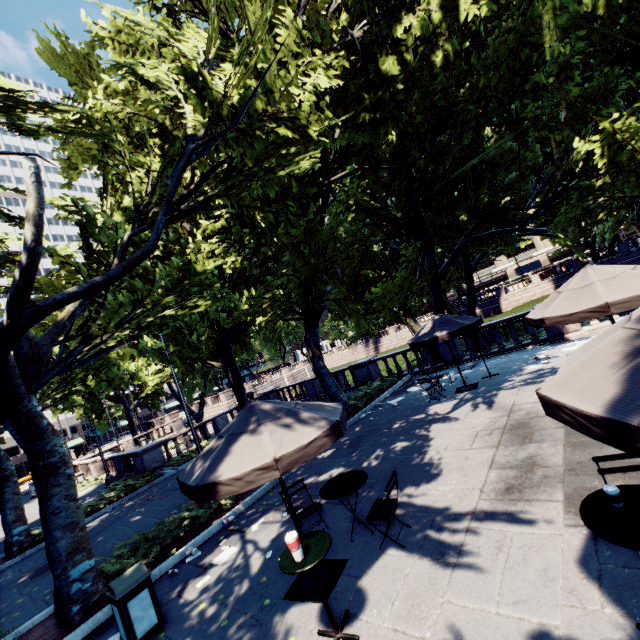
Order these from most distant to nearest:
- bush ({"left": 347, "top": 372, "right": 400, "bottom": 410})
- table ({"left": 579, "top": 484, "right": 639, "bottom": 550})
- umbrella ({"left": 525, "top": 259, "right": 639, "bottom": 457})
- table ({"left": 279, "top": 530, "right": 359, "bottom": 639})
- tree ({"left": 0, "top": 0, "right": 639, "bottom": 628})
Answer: bush ({"left": 347, "top": 372, "right": 400, "bottom": 410}), tree ({"left": 0, "top": 0, "right": 639, "bottom": 628}), table ({"left": 279, "top": 530, "right": 359, "bottom": 639}), table ({"left": 579, "top": 484, "right": 639, "bottom": 550}), umbrella ({"left": 525, "top": 259, "right": 639, "bottom": 457})

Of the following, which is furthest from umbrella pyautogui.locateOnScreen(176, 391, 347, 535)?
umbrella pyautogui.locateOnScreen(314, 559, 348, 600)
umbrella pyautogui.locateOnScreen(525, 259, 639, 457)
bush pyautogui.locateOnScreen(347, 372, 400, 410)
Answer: bush pyautogui.locateOnScreen(347, 372, 400, 410)

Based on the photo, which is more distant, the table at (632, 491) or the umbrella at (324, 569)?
the umbrella at (324, 569)

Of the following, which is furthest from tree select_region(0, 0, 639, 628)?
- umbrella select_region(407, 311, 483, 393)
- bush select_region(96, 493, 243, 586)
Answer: umbrella select_region(407, 311, 483, 393)

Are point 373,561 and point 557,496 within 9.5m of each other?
yes

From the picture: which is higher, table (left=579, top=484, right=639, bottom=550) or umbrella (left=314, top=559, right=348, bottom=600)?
table (left=579, top=484, right=639, bottom=550)

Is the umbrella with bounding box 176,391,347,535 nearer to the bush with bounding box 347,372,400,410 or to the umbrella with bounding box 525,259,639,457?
the umbrella with bounding box 525,259,639,457

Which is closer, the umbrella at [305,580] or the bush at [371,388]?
the umbrella at [305,580]
